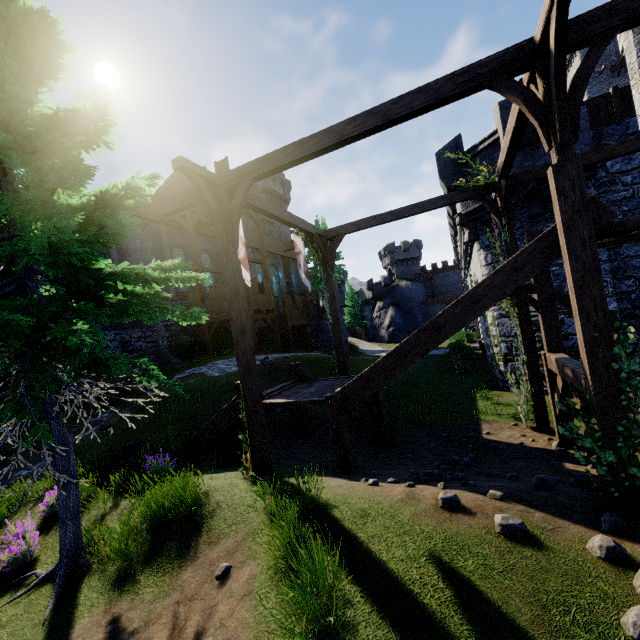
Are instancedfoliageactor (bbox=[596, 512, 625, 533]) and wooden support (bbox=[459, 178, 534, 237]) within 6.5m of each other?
no

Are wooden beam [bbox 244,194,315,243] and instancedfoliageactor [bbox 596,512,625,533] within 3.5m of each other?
no

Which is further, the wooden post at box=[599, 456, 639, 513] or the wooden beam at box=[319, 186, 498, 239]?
the wooden beam at box=[319, 186, 498, 239]

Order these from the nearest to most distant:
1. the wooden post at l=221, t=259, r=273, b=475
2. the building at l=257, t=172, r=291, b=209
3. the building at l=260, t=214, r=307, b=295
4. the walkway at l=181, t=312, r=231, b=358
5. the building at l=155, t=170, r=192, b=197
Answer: the wooden post at l=221, t=259, r=273, b=475, the walkway at l=181, t=312, r=231, b=358, the building at l=155, t=170, r=192, b=197, the building at l=260, t=214, r=307, b=295, the building at l=257, t=172, r=291, b=209

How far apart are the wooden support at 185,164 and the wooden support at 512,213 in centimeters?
654cm

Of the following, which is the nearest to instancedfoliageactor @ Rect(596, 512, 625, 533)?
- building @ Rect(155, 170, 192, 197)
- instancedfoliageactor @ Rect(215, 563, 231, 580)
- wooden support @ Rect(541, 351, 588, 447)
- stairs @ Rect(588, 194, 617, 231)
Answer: wooden support @ Rect(541, 351, 588, 447)

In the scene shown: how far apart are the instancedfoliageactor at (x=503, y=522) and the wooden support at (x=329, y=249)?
9.2m

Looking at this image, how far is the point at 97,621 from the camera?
4.4 meters
